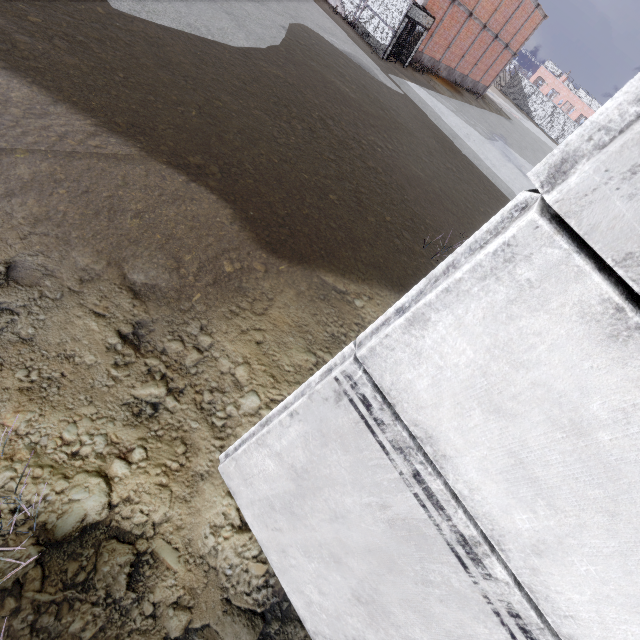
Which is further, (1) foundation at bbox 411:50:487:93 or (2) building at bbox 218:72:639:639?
(1) foundation at bbox 411:50:487:93

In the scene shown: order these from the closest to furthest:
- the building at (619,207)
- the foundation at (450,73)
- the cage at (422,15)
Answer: the building at (619,207)
the cage at (422,15)
the foundation at (450,73)

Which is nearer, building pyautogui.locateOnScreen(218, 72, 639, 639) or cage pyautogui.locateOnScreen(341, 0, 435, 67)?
building pyautogui.locateOnScreen(218, 72, 639, 639)

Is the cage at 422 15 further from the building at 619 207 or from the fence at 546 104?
the building at 619 207

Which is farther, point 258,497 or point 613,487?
Result: point 258,497

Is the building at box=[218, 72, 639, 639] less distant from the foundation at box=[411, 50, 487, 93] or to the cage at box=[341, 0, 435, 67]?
the cage at box=[341, 0, 435, 67]

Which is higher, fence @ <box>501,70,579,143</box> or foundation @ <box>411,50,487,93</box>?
fence @ <box>501,70,579,143</box>

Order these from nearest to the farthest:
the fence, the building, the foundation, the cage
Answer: the building, the cage, the foundation, the fence
